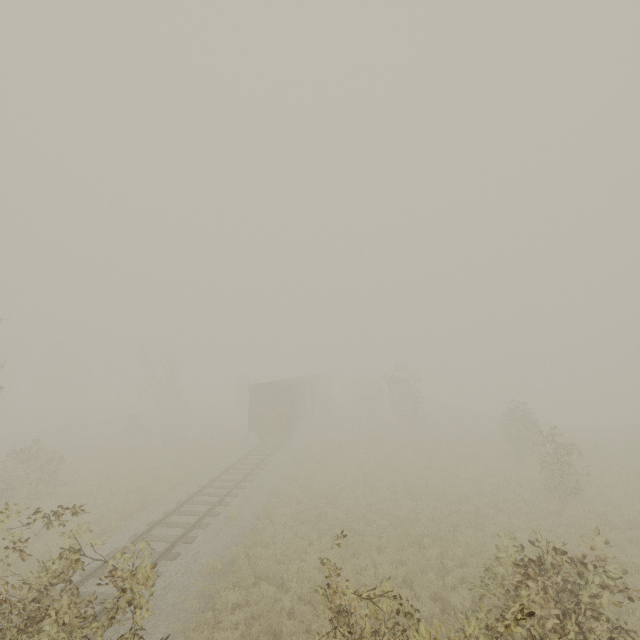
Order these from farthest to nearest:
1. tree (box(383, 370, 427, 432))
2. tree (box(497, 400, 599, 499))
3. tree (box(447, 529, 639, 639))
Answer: tree (box(383, 370, 427, 432)), tree (box(497, 400, 599, 499)), tree (box(447, 529, 639, 639))

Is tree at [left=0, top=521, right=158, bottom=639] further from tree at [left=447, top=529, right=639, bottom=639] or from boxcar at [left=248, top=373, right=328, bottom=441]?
tree at [left=447, top=529, right=639, bottom=639]

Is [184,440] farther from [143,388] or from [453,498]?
[453,498]

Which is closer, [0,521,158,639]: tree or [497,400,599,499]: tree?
[0,521,158,639]: tree

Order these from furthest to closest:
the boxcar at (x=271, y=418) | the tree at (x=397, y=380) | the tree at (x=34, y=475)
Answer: the tree at (x=397, y=380), the boxcar at (x=271, y=418), the tree at (x=34, y=475)

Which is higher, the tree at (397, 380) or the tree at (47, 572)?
the tree at (397, 380)

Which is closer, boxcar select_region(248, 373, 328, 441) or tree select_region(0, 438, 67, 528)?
tree select_region(0, 438, 67, 528)

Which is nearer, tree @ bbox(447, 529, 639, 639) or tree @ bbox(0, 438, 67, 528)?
tree @ bbox(447, 529, 639, 639)
